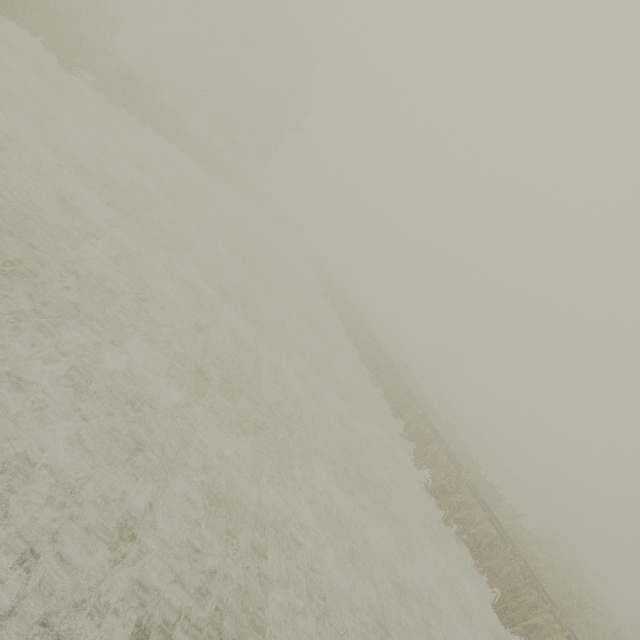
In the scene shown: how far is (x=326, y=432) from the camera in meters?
11.1
